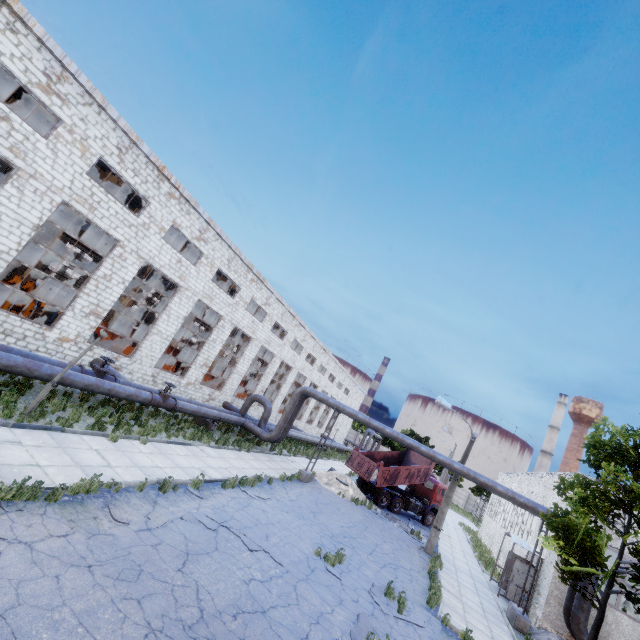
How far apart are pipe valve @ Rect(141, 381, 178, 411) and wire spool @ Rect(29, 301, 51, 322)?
→ 9.07m

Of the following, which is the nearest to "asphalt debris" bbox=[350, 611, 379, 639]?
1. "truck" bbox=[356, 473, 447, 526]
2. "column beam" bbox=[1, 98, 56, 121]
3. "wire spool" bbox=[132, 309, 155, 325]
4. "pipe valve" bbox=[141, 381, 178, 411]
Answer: "pipe valve" bbox=[141, 381, 178, 411]

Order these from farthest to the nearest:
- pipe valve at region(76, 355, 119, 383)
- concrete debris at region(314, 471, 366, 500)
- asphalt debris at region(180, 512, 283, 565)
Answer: concrete debris at region(314, 471, 366, 500) → pipe valve at region(76, 355, 119, 383) → asphalt debris at region(180, 512, 283, 565)

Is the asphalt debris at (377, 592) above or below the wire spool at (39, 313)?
below

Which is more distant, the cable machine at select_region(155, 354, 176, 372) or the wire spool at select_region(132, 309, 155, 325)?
the wire spool at select_region(132, 309, 155, 325)

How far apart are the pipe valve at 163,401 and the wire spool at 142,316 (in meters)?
10.72

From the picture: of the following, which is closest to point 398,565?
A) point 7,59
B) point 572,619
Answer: point 572,619

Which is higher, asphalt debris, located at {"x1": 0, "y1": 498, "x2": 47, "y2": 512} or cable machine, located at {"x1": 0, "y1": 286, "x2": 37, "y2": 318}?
cable machine, located at {"x1": 0, "y1": 286, "x2": 37, "y2": 318}
